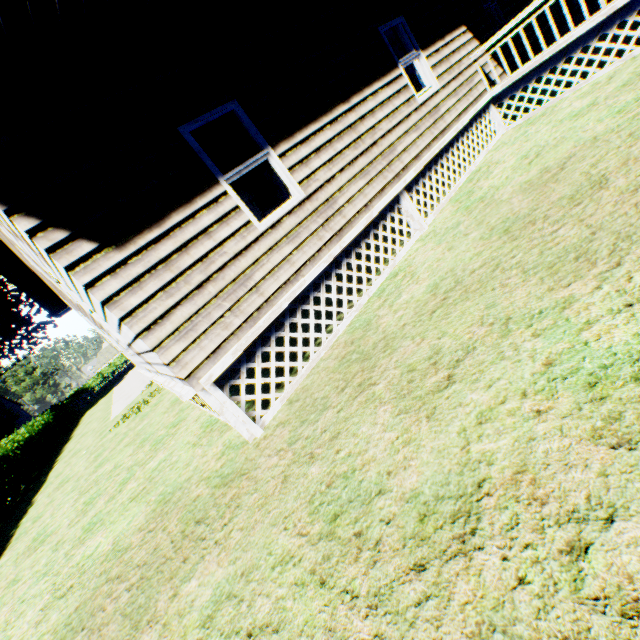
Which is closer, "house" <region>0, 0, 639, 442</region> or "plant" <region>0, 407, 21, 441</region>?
"house" <region>0, 0, 639, 442</region>

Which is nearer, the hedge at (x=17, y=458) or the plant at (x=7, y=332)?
the hedge at (x=17, y=458)

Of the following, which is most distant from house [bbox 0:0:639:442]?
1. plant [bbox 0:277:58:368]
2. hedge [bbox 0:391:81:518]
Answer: plant [bbox 0:277:58:368]

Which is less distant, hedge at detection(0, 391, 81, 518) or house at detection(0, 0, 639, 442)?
house at detection(0, 0, 639, 442)

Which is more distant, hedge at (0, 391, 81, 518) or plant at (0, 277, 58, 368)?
plant at (0, 277, 58, 368)

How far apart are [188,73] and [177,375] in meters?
3.9 m

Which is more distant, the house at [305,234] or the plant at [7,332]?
the plant at [7,332]
